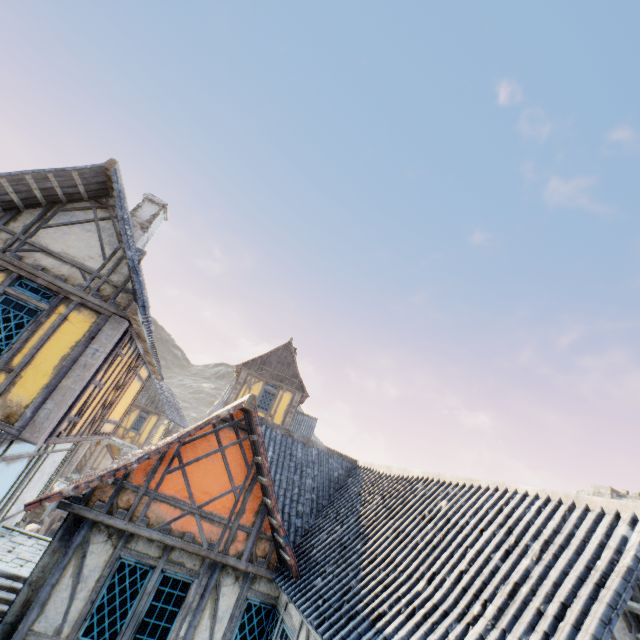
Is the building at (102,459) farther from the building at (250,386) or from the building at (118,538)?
the building at (118,538)

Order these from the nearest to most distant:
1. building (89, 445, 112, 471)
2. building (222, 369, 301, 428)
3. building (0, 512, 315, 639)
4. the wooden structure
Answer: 1. building (0, 512, 315, 639)
2. the wooden structure
3. building (222, 369, 301, 428)
4. building (89, 445, 112, 471)

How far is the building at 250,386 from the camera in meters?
19.6

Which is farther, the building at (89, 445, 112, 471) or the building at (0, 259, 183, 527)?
the building at (89, 445, 112, 471)

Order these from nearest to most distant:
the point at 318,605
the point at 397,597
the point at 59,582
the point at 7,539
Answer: the point at 397,597 < the point at 318,605 < the point at 59,582 < the point at 7,539

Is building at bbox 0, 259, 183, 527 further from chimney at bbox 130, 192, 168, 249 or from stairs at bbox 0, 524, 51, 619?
chimney at bbox 130, 192, 168, 249

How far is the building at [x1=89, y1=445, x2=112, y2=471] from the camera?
24.67m

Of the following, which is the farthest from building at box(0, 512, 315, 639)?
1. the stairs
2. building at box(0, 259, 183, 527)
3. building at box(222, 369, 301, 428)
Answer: building at box(222, 369, 301, 428)
